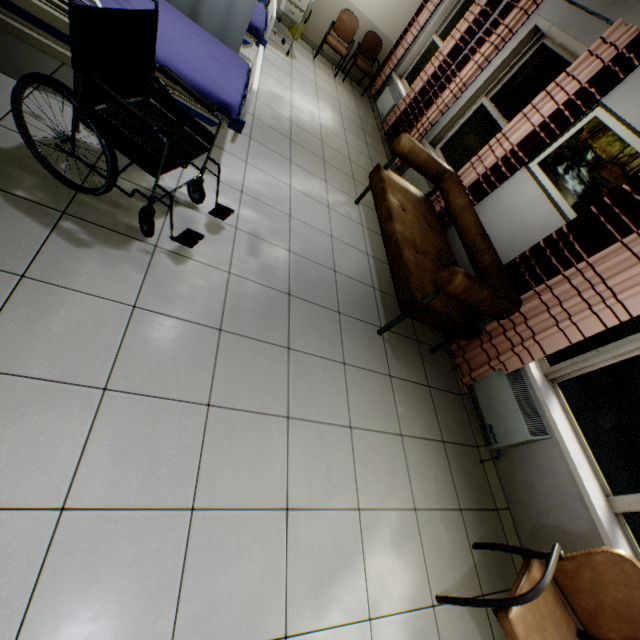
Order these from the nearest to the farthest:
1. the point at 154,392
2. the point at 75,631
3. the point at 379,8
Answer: the point at 75,631, the point at 154,392, the point at 379,8

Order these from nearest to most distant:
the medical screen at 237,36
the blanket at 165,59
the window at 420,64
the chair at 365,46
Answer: the blanket at 165,59 → the medical screen at 237,36 → the window at 420,64 → the chair at 365,46

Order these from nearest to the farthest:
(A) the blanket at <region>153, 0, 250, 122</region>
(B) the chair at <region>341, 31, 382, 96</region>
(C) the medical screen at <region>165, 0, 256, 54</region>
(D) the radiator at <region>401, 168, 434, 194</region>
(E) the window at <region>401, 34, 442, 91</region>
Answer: (A) the blanket at <region>153, 0, 250, 122</region> → (C) the medical screen at <region>165, 0, 256, 54</region> → (D) the radiator at <region>401, 168, 434, 194</region> → (E) the window at <region>401, 34, 442, 91</region> → (B) the chair at <region>341, 31, 382, 96</region>

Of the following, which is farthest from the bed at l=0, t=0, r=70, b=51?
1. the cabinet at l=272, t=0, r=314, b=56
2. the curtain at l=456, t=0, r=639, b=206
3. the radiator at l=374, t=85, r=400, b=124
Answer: the radiator at l=374, t=85, r=400, b=124

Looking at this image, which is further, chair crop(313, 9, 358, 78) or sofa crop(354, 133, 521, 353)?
chair crop(313, 9, 358, 78)

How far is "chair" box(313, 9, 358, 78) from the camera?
6.1m

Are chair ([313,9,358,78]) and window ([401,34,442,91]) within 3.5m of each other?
yes

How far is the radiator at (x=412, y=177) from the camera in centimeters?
446cm
